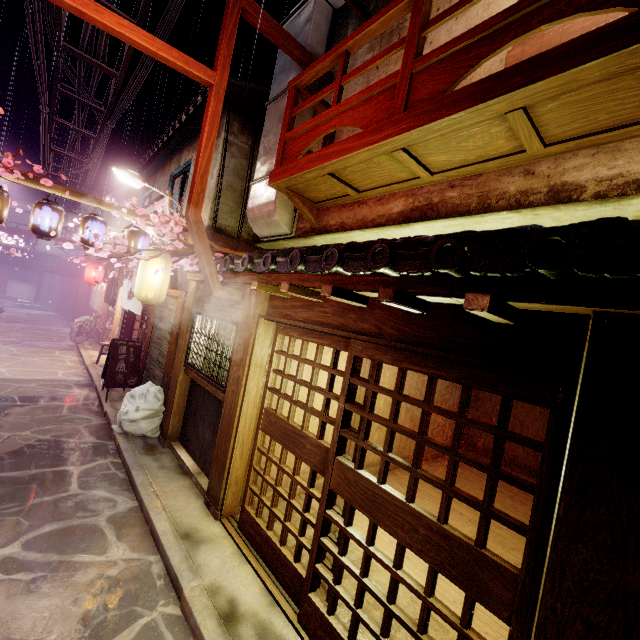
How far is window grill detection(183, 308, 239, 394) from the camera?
8.8m

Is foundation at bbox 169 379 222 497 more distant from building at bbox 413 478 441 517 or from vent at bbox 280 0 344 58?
vent at bbox 280 0 344 58

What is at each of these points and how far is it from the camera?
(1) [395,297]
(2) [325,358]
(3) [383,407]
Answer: (1) stick, 4.2m
(2) building, 10.1m
(3) building, 12.4m

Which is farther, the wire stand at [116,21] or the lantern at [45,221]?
the lantern at [45,221]

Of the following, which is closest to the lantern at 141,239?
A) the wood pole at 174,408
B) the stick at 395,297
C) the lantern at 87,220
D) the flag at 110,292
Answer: the lantern at 87,220

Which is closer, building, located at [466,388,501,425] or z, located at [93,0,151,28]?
→ z, located at [93,0,151,28]

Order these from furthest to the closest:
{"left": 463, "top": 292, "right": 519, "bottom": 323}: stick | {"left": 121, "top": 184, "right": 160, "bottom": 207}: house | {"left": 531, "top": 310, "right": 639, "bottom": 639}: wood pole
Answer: {"left": 121, "top": 184, "right": 160, "bottom": 207}: house < {"left": 463, "top": 292, "right": 519, "bottom": 323}: stick < {"left": 531, "top": 310, "right": 639, "bottom": 639}: wood pole

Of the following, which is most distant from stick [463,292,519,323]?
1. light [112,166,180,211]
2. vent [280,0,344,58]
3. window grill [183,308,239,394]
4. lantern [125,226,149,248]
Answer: light [112,166,180,211]
